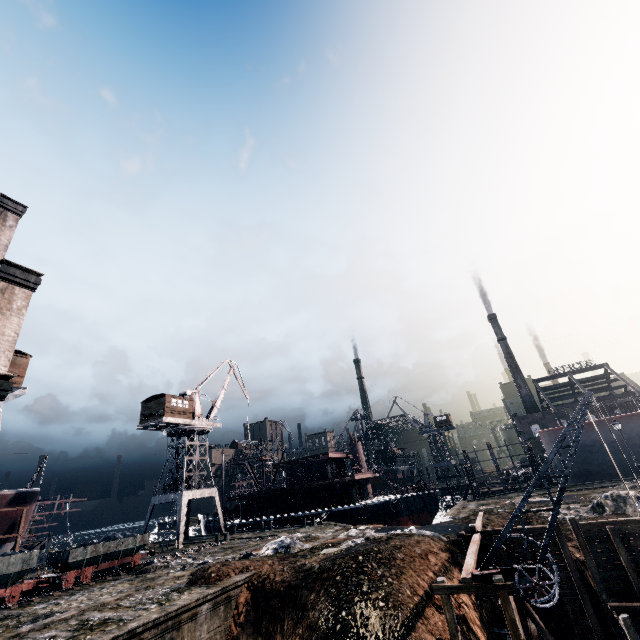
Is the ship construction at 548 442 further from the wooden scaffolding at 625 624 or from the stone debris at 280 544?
the stone debris at 280 544

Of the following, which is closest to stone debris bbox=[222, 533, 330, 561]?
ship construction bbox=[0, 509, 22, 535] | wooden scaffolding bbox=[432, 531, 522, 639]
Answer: wooden scaffolding bbox=[432, 531, 522, 639]

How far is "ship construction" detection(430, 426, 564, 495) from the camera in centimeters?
4212cm

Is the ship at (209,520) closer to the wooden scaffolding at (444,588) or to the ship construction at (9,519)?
the ship construction at (9,519)

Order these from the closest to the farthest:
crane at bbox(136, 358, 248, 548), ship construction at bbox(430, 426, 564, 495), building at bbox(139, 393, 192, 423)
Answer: crane at bbox(136, 358, 248, 548)
building at bbox(139, 393, 192, 423)
ship construction at bbox(430, 426, 564, 495)

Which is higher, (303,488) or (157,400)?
(157,400)

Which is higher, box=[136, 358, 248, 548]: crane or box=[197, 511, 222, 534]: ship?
box=[136, 358, 248, 548]: crane

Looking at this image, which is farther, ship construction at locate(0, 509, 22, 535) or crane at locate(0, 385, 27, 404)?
ship construction at locate(0, 509, 22, 535)
